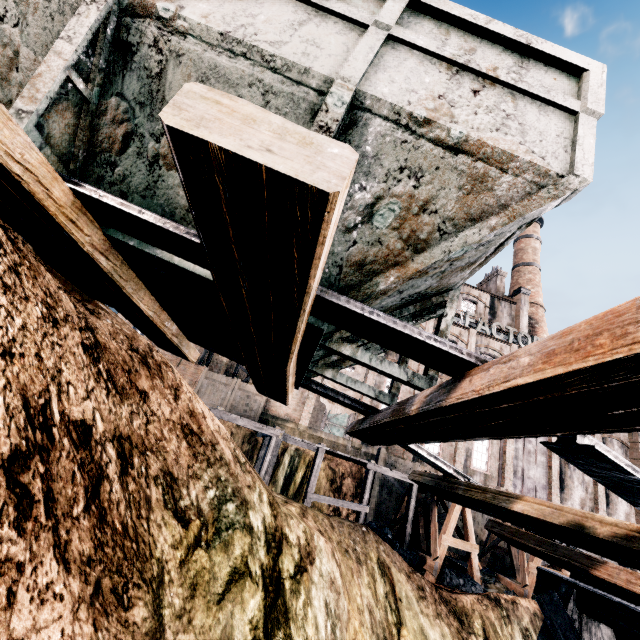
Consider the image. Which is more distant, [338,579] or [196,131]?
[338,579]

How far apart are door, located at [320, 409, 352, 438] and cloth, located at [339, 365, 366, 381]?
18.8 meters

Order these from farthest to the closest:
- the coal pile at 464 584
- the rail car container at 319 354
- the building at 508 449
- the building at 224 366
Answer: the building at 224 366, the building at 508 449, the coal pile at 464 584, the rail car container at 319 354

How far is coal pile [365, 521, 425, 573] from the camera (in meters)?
15.84

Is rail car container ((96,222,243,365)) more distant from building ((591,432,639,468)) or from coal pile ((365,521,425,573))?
coal pile ((365,521,425,573))

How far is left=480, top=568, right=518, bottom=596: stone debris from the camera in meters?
15.7

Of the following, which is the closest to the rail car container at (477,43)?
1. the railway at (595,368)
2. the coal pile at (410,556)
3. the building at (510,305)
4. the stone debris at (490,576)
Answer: the railway at (595,368)

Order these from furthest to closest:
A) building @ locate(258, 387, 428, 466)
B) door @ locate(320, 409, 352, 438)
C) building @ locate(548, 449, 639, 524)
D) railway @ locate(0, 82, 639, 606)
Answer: door @ locate(320, 409, 352, 438)
building @ locate(548, 449, 639, 524)
building @ locate(258, 387, 428, 466)
railway @ locate(0, 82, 639, 606)
